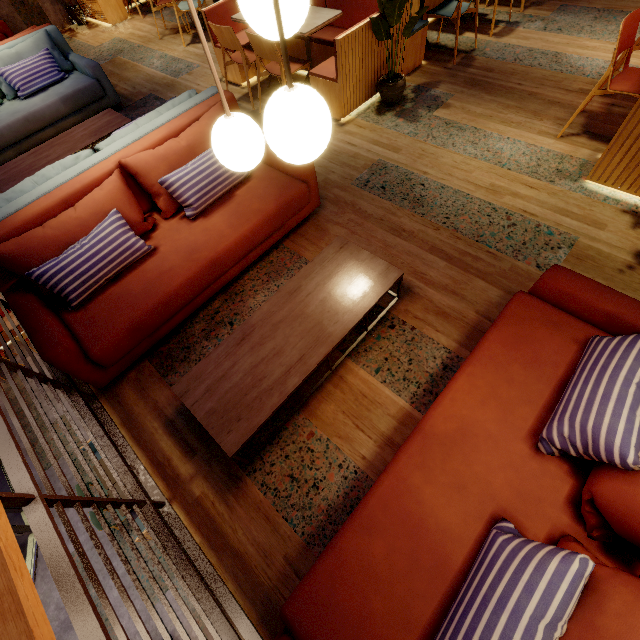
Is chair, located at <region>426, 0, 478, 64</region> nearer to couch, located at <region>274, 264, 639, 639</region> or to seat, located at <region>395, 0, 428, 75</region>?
seat, located at <region>395, 0, 428, 75</region>

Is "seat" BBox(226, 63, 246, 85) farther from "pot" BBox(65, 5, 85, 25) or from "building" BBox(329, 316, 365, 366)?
"pot" BBox(65, 5, 85, 25)

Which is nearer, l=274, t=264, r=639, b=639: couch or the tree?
l=274, t=264, r=639, b=639: couch

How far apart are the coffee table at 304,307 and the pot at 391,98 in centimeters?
249cm

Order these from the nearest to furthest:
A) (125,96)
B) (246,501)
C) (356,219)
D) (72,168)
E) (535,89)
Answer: (246,501) < (72,168) < (356,219) < (535,89) < (125,96)

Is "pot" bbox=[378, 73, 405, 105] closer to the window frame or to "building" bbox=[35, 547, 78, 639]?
"building" bbox=[35, 547, 78, 639]

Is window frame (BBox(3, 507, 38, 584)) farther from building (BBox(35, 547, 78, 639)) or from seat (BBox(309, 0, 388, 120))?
seat (BBox(309, 0, 388, 120))

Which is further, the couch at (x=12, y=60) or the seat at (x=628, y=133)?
the couch at (x=12, y=60)
